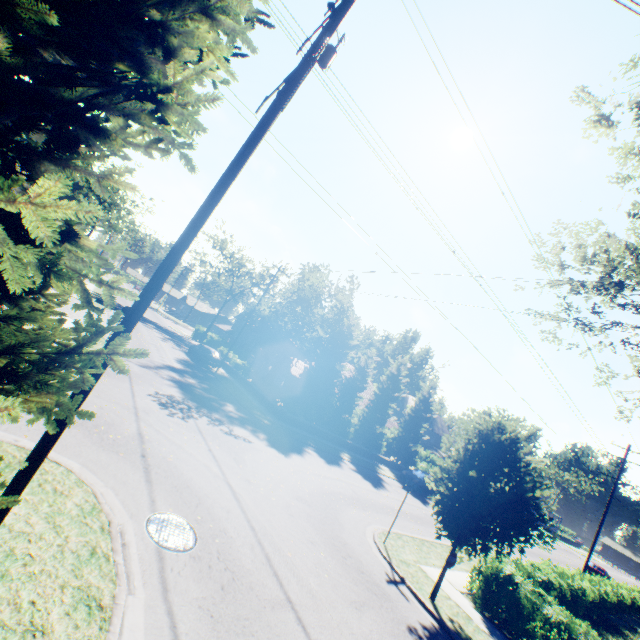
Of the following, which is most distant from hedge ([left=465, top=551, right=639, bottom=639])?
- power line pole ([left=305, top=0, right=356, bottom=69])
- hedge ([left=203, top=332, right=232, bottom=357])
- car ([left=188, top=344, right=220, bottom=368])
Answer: car ([left=188, top=344, right=220, bottom=368])

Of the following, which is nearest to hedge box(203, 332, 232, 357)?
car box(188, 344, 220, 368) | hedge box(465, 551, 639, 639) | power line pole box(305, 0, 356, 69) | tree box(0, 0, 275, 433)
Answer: tree box(0, 0, 275, 433)

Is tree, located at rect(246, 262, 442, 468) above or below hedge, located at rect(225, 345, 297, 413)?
above

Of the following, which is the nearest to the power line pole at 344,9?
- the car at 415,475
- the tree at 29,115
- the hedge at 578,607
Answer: the tree at 29,115

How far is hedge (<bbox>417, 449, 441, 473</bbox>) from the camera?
37.4 meters

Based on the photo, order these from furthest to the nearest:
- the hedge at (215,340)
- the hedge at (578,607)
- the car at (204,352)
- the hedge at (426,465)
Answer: the hedge at (215,340), the hedge at (426,465), the car at (204,352), the hedge at (578,607)

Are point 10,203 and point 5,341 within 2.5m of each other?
yes

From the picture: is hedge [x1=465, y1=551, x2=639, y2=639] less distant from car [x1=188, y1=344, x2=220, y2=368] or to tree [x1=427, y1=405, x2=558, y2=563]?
tree [x1=427, y1=405, x2=558, y2=563]
